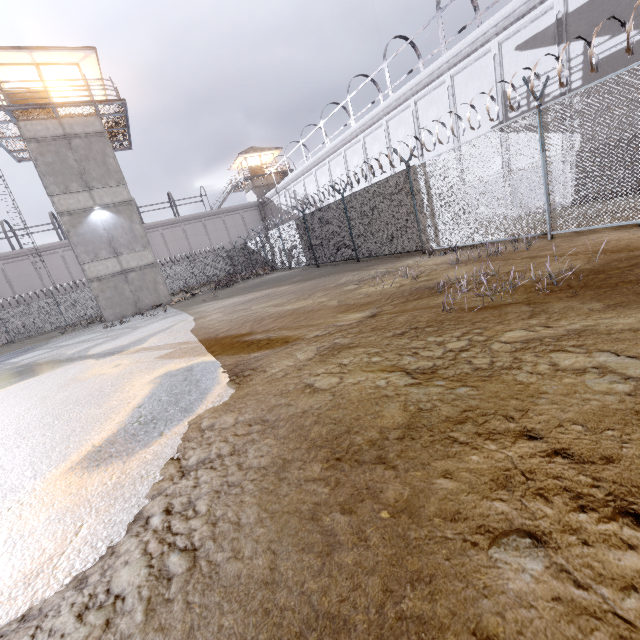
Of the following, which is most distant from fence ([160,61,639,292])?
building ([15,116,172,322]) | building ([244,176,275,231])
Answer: building ([244,176,275,231])

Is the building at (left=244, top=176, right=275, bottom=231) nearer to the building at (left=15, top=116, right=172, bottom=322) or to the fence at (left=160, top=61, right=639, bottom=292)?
the fence at (left=160, top=61, right=639, bottom=292)

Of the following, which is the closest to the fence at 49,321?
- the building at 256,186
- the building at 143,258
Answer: the building at 143,258

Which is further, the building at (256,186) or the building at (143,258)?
the building at (256,186)

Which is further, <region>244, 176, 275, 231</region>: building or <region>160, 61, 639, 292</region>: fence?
<region>244, 176, 275, 231</region>: building

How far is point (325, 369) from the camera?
3.53m

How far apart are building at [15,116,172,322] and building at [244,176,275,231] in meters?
23.6

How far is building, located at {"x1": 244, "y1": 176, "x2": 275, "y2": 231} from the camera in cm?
4203
